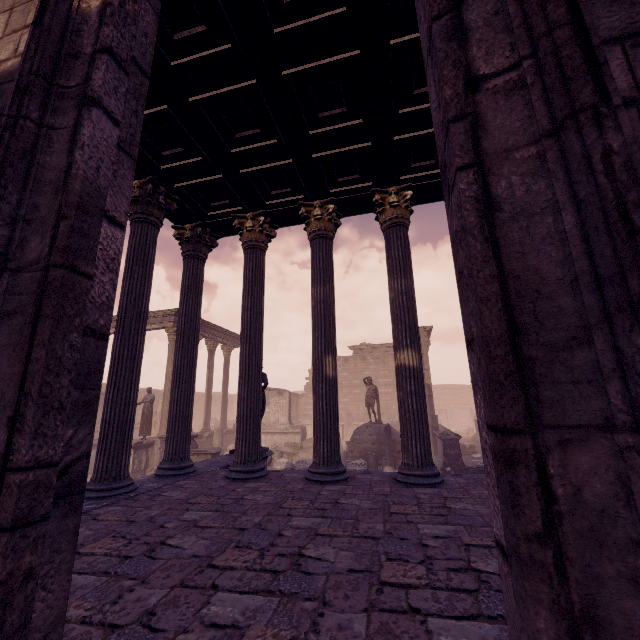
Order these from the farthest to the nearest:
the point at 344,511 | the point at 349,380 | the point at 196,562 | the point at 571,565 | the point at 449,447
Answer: the point at 349,380
the point at 449,447
the point at 344,511
the point at 196,562
the point at 571,565

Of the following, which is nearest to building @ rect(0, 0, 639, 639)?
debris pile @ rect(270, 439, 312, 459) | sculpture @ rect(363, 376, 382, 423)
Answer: debris pile @ rect(270, 439, 312, 459)

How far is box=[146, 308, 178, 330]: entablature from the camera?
17.0 meters

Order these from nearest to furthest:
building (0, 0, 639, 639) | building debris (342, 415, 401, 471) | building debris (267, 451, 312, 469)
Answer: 1. building (0, 0, 639, 639)
2. building debris (342, 415, 401, 471)
3. building debris (267, 451, 312, 469)

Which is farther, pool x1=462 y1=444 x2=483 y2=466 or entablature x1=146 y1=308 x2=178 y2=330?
entablature x1=146 y1=308 x2=178 y2=330

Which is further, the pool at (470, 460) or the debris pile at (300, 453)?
the debris pile at (300, 453)

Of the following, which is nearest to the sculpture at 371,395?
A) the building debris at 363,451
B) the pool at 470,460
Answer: the building debris at 363,451

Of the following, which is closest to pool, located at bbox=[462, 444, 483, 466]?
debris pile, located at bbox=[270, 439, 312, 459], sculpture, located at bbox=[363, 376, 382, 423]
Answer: sculpture, located at bbox=[363, 376, 382, 423]
